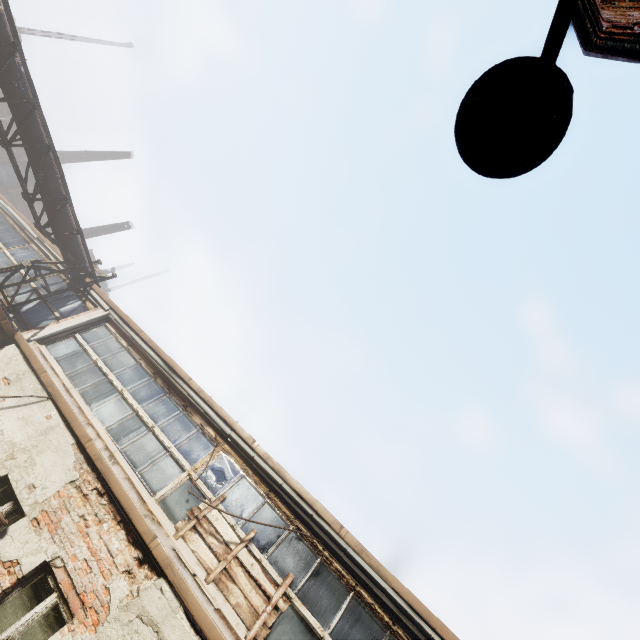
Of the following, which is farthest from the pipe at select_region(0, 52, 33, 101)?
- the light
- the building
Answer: the building

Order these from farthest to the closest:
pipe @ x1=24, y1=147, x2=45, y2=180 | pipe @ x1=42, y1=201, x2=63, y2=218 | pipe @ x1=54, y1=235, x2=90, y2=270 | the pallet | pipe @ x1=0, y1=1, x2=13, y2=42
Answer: pipe @ x1=54, y1=235, x2=90, y2=270 → pipe @ x1=42, y1=201, x2=63, y2=218 → pipe @ x1=24, y1=147, x2=45, y2=180 → pipe @ x1=0, y1=1, x2=13, y2=42 → the pallet

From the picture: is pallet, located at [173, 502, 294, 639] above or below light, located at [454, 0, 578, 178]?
below

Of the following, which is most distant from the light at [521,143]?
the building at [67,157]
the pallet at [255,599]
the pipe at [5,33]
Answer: the building at [67,157]

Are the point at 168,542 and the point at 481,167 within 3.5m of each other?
no

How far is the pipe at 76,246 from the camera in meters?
10.2 m

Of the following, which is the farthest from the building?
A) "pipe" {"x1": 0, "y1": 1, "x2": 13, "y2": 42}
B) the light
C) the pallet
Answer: the light

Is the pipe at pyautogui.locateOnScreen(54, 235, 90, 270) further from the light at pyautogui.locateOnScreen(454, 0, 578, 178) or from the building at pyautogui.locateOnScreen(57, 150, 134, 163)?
the building at pyautogui.locateOnScreen(57, 150, 134, 163)
